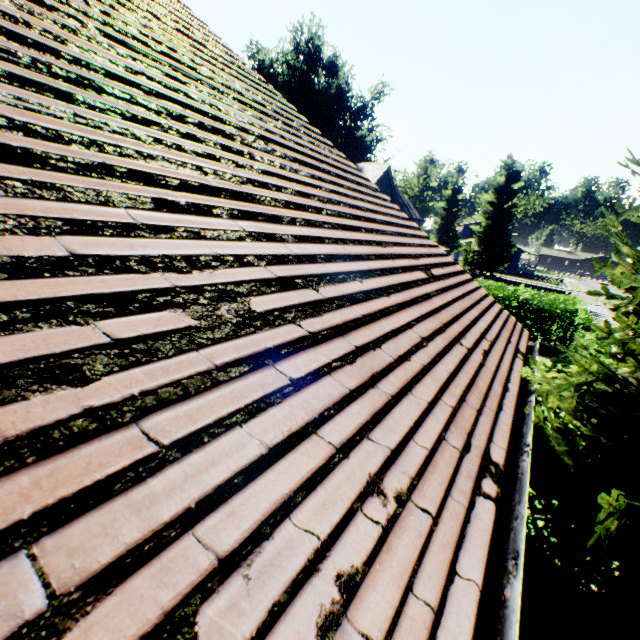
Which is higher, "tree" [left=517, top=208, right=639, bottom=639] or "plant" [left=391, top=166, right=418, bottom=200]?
"plant" [left=391, top=166, right=418, bottom=200]

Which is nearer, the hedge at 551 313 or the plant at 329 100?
the hedge at 551 313

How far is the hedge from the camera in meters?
15.3

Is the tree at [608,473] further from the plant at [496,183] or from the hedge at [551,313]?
the plant at [496,183]

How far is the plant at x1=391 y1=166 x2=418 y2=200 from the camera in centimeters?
4762cm

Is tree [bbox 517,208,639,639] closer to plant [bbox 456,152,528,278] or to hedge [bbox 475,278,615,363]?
hedge [bbox 475,278,615,363]

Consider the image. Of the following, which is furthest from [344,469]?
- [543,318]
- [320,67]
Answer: [320,67]
